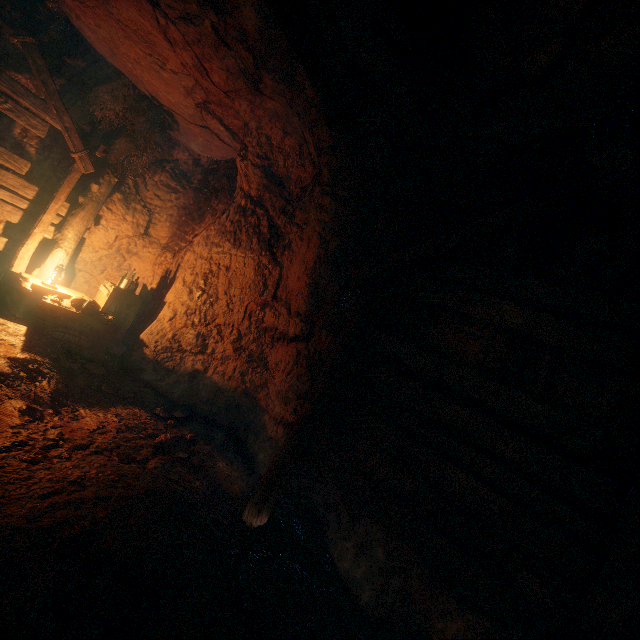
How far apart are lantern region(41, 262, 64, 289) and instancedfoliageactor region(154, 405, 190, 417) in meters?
3.0 m

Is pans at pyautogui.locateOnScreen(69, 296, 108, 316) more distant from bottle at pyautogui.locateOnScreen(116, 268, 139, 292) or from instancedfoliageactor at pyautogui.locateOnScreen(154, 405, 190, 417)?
instancedfoliageactor at pyautogui.locateOnScreen(154, 405, 190, 417)

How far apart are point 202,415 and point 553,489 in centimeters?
446cm

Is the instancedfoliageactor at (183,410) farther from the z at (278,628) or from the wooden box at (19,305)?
the wooden box at (19,305)

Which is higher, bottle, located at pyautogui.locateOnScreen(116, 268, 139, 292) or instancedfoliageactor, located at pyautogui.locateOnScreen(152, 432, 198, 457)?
bottle, located at pyautogui.locateOnScreen(116, 268, 139, 292)

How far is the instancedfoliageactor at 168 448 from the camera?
3.80m

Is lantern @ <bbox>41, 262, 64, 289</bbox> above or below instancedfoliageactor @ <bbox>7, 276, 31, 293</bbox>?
above

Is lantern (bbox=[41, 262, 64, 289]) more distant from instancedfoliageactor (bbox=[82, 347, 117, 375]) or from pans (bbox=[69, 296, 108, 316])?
instancedfoliageactor (bbox=[82, 347, 117, 375])
